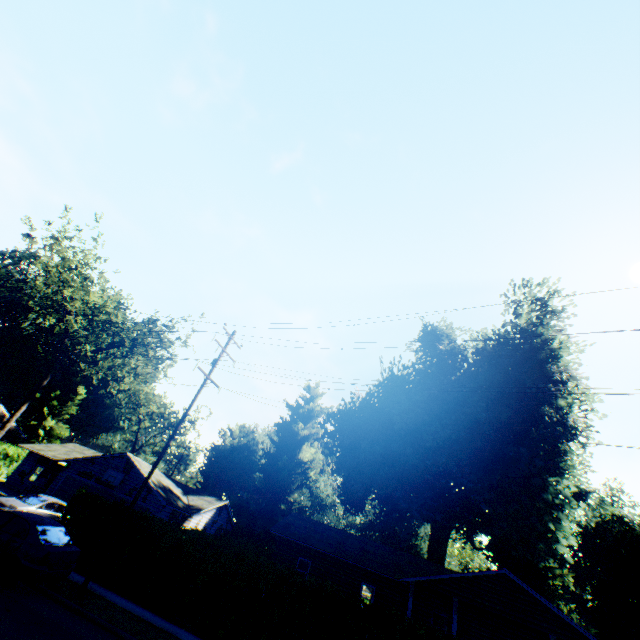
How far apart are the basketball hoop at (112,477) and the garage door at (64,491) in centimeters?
53cm

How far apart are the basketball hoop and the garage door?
0.53m

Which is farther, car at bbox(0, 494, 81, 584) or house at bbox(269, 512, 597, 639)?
house at bbox(269, 512, 597, 639)

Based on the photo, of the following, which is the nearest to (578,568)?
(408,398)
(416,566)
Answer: → (416,566)

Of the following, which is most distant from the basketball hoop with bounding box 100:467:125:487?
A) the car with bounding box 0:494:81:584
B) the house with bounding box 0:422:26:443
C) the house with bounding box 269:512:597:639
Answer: the house with bounding box 0:422:26:443

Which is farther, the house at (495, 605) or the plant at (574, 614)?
the plant at (574, 614)

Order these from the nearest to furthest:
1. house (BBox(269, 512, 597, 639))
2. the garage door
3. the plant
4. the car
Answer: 1. the car
2. house (BBox(269, 512, 597, 639))
3. the plant
4. the garage door

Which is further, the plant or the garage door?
the garage door
